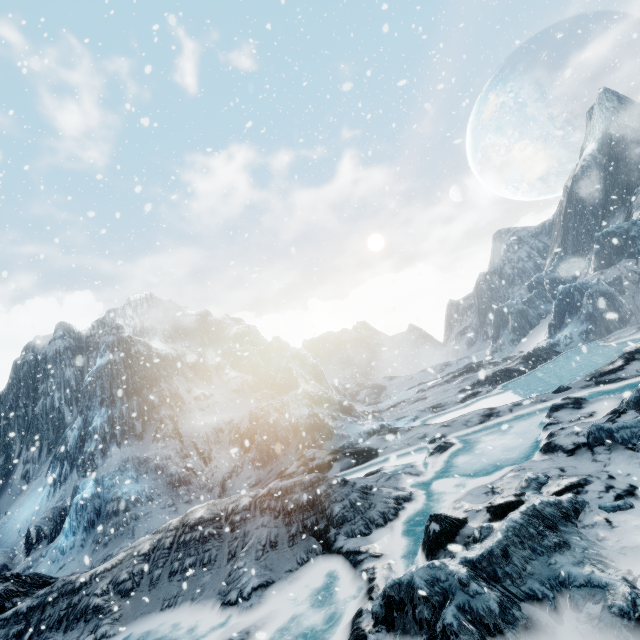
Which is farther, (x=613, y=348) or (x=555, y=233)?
(x=555, y=233)
